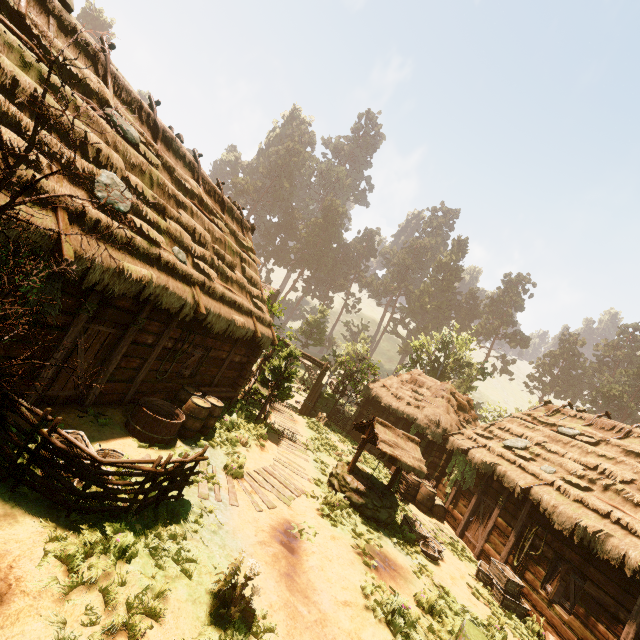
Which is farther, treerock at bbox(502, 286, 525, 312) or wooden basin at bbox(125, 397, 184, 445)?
treerock at bbox(502, 286, 525, 312)

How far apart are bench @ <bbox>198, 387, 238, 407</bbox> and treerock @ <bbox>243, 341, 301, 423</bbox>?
1.5 meters

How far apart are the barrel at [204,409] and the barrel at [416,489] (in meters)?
9.16

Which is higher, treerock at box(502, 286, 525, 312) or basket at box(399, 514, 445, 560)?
treerock at box(502, 286, 525, 312)

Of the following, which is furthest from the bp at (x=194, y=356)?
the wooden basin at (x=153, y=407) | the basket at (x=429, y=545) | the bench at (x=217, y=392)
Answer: the basket at (x=429, y=545)

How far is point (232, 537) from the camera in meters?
6.4

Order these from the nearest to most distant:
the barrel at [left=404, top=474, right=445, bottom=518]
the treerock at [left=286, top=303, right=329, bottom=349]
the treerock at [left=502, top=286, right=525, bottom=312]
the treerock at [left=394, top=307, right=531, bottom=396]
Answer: the barrel at [left=404, top=474, right=445, bottom=518]
the treerock at [left=394, top=307, right=531, bottom=396]
the treerock at [left=286, top=303, right=329, bottom=349]
the treerock at [left=502, top=286, right=525, bottom=312]

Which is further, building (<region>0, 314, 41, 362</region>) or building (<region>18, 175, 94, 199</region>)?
building (<region>0, 314, 41, 362</region>)
